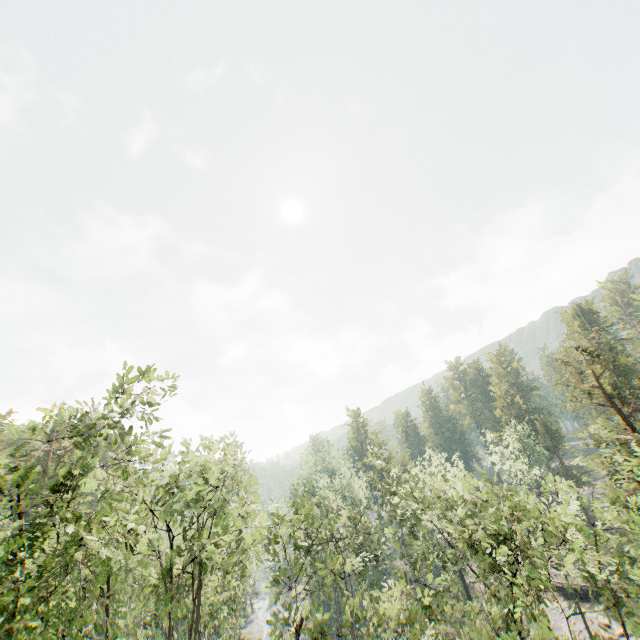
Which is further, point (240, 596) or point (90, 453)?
point (240, 596)
